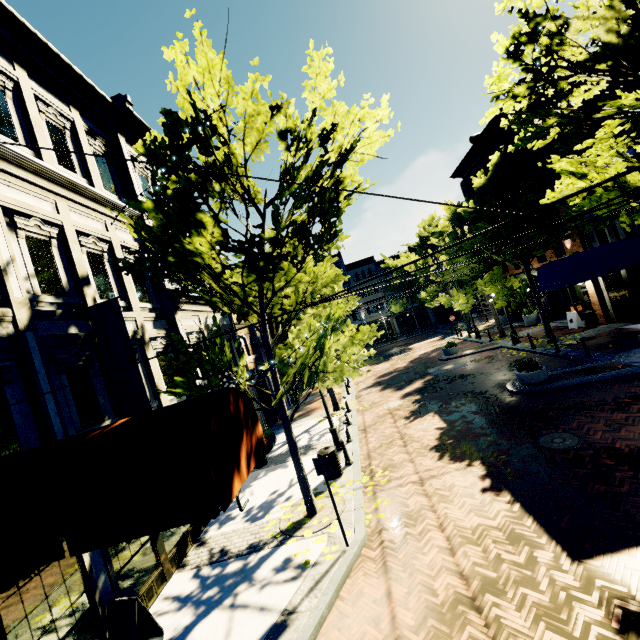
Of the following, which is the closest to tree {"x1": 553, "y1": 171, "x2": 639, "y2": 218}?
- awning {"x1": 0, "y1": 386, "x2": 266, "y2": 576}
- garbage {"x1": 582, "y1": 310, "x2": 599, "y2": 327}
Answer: awning {"x1": 0, "y1": 386, "x2": 266, "y2": 576}

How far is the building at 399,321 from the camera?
45.5 meters

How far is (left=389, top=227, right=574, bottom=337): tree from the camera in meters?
16.1 m

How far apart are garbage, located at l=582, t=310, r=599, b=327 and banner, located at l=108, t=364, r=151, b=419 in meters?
21.4 m

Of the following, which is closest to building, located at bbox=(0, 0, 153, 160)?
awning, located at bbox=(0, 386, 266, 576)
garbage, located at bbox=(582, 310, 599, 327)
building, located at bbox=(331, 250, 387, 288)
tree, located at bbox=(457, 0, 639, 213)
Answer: awning, located at bbox=(0, 386, 266, 576)

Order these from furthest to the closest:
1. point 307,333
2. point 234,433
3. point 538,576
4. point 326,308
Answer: point 326,308
point 307,333
point 538,576
point 234,433

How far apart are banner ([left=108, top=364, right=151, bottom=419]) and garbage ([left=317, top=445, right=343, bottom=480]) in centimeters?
499cm

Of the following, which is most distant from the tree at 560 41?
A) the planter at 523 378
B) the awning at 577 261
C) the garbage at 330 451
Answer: the planter at 523 378
